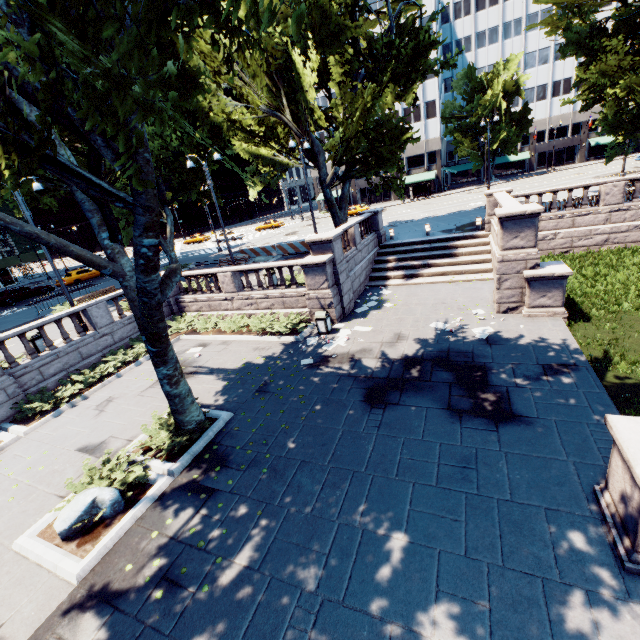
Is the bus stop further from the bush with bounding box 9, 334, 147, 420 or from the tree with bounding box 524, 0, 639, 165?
the bush with bounding box 9, 334, 147, 420

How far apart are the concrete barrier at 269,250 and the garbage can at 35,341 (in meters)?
16.98

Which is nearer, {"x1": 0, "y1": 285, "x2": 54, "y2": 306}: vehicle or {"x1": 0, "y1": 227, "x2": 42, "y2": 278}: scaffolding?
{"x1": 0, "y1": 285, "x2": 54, "y2": 306}: vehicle

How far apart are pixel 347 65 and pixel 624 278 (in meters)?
16.58

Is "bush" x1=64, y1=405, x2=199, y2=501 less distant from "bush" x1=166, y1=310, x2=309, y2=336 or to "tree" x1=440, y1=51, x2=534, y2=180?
"tree" x1=440, y1=51, x2=534, y2=180

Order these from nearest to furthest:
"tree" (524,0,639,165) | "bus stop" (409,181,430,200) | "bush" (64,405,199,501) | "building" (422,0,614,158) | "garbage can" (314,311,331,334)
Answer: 1. "bush" (64,405,199,501)
2. "garbage can" (314,311,331,334)
3. "tree" (524,0,639,165)
4. "bus stop" (409,181,430,200)
5. "building" (422,0,614,158)

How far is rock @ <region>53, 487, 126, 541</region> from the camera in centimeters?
694cm

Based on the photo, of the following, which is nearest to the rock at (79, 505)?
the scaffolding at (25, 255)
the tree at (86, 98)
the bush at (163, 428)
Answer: the bush at (163, 428)
